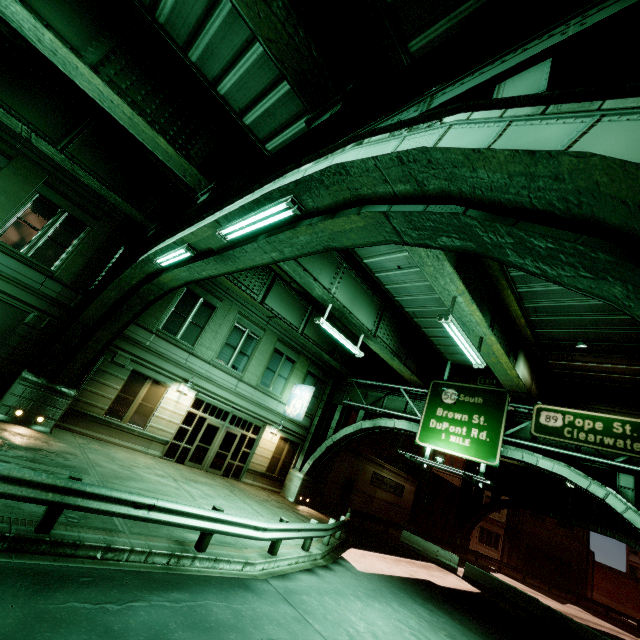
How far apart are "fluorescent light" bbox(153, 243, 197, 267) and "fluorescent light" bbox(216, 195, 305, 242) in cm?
159

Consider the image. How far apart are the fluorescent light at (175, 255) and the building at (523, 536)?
57.6m

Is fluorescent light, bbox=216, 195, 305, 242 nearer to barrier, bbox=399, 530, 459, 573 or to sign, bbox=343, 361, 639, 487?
sign, bbox=343, 361, 639, 487

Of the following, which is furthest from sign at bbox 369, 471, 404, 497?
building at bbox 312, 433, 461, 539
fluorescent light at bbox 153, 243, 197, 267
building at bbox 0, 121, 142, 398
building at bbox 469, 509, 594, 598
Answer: building at bbox 469, 509, 594, 598

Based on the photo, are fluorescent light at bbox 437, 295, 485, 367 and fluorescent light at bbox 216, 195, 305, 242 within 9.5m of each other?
yes

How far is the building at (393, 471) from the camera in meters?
25.8 m

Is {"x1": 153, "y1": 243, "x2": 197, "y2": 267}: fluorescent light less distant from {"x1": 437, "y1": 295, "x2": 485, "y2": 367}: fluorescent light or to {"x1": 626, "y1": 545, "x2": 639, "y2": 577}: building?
{"x1": 437, "y1": 295, "x2": 485, "y2": 367}: fluorescent light

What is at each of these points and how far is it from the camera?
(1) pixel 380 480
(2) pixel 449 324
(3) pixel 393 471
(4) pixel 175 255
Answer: (1) sign, 29.5 meters
(2) fluorescent light, 10.0 meters
(3) building, 31.0 meters
(4) fluorescent light, 8.7 meters
